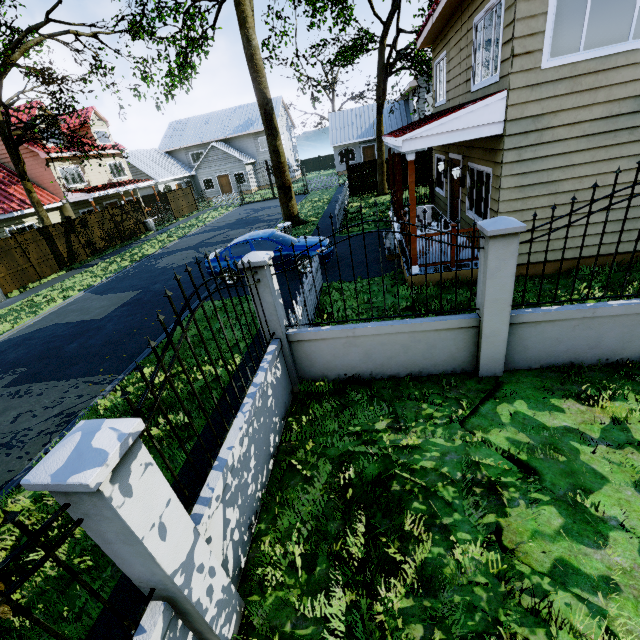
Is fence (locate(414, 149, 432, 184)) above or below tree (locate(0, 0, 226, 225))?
below

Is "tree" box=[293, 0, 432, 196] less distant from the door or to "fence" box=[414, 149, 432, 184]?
"fence" box=[414, 149, 432, 184]

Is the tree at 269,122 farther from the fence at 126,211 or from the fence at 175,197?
the fence at 126,211

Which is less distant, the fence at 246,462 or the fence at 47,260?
the fence at 246,462

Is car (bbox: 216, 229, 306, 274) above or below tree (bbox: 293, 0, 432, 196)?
below

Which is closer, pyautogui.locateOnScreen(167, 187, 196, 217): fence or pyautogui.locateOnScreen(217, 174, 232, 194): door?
pyautogui.locateOnScreen(167, 187, 196, 217): fence

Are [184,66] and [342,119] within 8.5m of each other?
no
